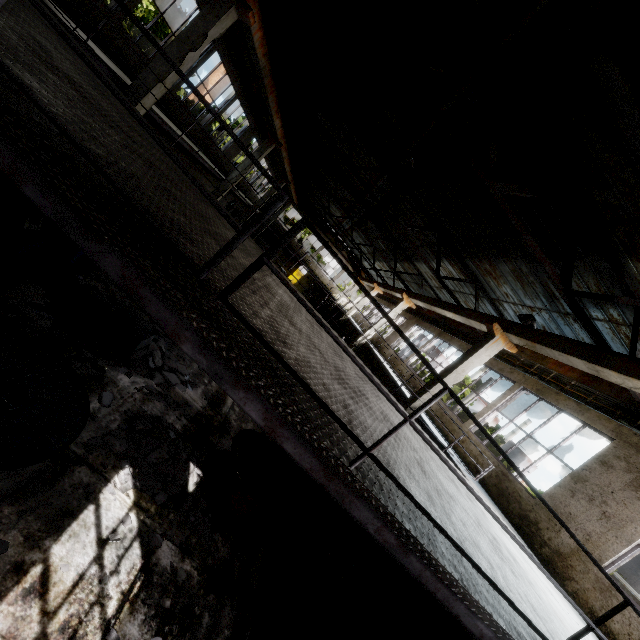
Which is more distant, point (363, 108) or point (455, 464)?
point (363, 108)

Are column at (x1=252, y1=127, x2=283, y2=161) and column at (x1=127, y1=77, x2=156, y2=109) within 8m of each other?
no

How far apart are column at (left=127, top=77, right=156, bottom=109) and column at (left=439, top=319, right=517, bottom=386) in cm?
1110

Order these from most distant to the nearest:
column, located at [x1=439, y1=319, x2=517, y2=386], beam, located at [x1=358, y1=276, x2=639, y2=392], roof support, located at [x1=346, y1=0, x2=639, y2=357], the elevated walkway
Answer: column, located at [x1=439, y1=319, x2=517, y2=386] → beam, located at [x1=358, y1=276, x2=639, y2=392] → roof support, located at [x1=346, y1=0, x2=639, y2=357] → the elevated walkway

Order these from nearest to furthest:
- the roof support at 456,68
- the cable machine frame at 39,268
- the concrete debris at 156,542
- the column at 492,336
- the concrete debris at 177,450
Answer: the concrete debris at 156,542 → the concrete debris at 177,450 → the roof support at 456,68 → the cable machine frame at 39,268 → the column at 492,336

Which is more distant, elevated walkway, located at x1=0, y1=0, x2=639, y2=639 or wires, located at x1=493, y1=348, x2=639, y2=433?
wires, located at x1=493, y1=348, x2=639, y2=433

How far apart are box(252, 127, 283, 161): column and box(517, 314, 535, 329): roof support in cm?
1617

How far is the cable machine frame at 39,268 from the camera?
7.0 meters
